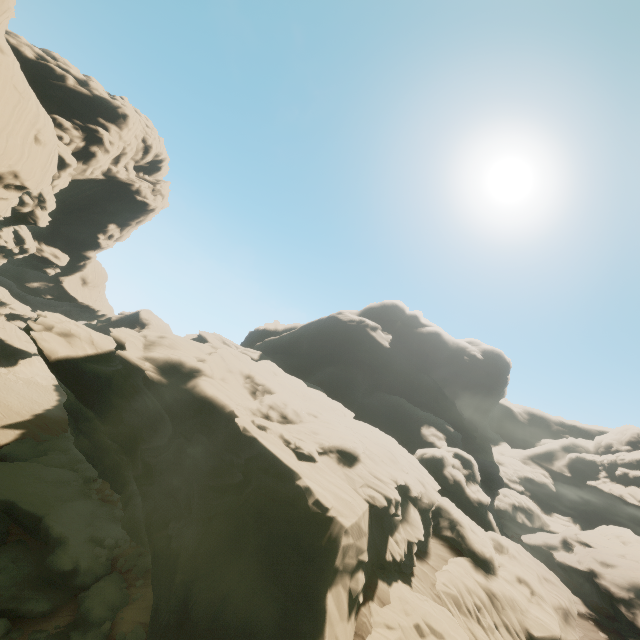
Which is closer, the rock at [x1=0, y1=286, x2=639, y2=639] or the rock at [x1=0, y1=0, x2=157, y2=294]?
the rock at [x1=0, y1=286, x2=639, y2=639]

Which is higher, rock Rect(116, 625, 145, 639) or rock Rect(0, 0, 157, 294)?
rock Rect(0, 0, 157, 294)

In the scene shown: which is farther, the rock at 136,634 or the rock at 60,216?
the rock at 60,216

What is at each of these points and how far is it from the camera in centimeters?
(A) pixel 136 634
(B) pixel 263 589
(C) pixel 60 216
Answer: (A) rock, 1498cm
(B) rock, 1324cm
(C) rock, 5597cm
